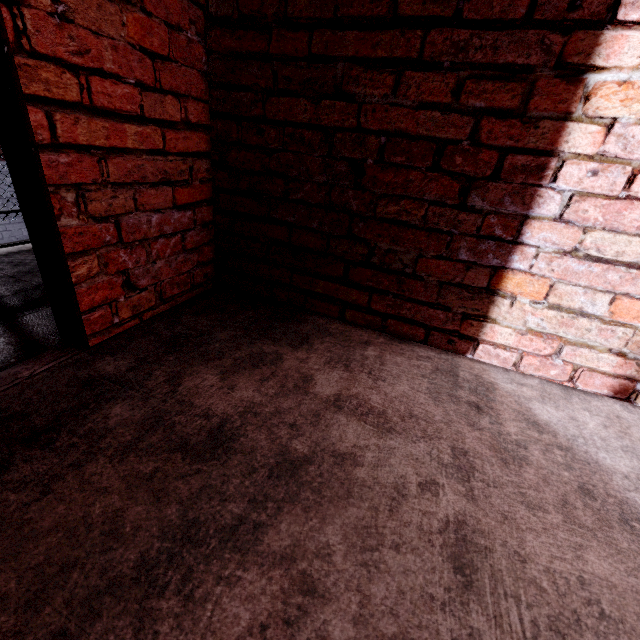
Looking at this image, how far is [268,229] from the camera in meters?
1.7 m
